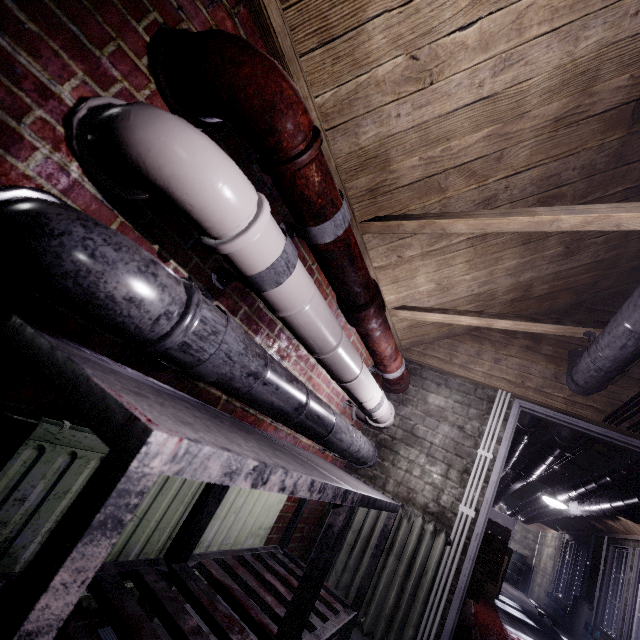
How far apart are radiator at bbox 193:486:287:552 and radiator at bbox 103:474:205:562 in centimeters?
12cm

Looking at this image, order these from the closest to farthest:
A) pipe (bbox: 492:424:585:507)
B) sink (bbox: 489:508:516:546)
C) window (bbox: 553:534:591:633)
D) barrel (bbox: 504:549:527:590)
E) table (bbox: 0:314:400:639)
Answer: table (bbox: 0:314:400:639) < pipe (bbox: 492:424:585:507) < window (bbox: 553:534:591:633) < barrel (bbox: 504:549:527:590) < sink (bbox: 489:508:516:546)

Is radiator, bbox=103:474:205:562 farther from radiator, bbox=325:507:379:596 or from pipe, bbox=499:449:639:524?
pipe, bbox=499:449:639:524

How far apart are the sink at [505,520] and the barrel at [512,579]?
0.01m

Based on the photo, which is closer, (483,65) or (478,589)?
(483,65)

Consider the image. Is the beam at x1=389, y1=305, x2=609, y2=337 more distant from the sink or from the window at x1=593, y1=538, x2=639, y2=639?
the sink

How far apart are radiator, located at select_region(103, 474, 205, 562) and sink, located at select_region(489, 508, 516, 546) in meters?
13.8 m

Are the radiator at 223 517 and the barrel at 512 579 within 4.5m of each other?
no
